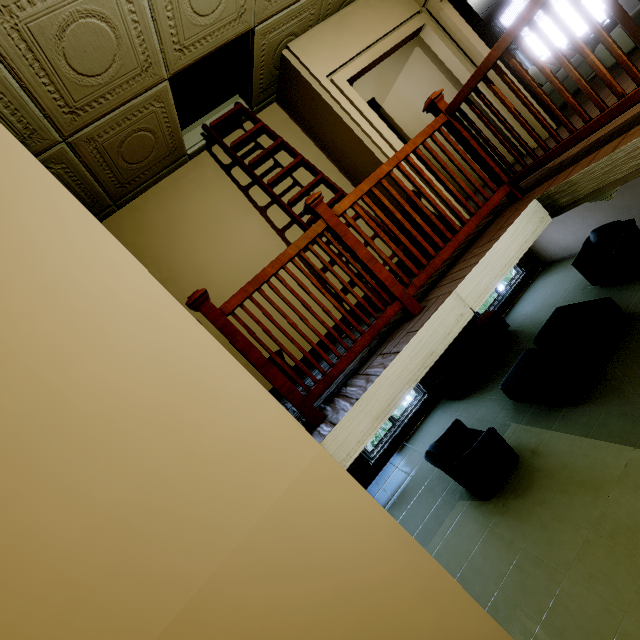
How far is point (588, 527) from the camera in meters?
3.2 m

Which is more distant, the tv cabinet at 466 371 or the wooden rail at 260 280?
the tv cabinet at 466 371

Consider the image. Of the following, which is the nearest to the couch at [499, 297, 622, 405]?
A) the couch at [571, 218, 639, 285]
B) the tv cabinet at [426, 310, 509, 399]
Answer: the couch at [571, 218, 639, 285]

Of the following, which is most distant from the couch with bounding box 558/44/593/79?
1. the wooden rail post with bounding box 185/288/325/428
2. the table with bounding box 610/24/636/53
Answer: the wooden rail post with bounding box 185/288/325/428

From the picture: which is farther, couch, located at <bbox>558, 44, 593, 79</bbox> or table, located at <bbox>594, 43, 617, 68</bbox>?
couch, located at <bbox>558, 44, 593, 79</bbox>

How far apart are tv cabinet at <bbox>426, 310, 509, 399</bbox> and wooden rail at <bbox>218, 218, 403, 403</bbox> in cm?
499

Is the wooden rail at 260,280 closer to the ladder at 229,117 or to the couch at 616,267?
the ladder at 229,117

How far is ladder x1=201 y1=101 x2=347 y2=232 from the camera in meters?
3.5 m
